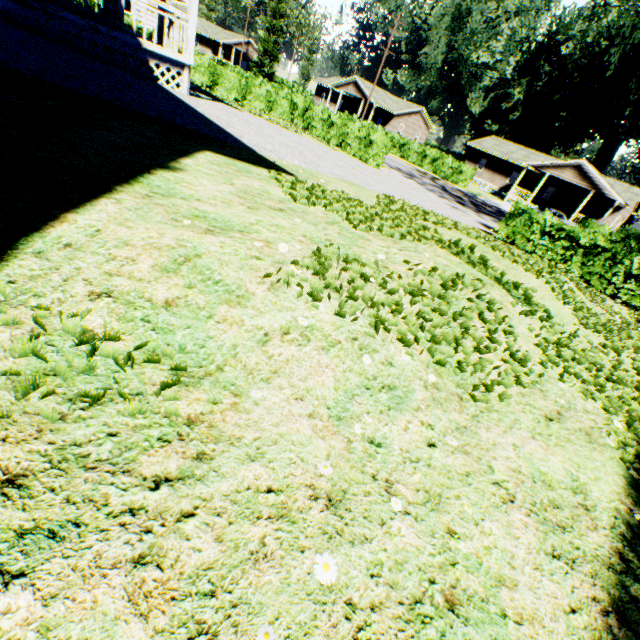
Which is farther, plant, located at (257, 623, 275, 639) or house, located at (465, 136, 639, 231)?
house, located at (465, 136, 639, 231)

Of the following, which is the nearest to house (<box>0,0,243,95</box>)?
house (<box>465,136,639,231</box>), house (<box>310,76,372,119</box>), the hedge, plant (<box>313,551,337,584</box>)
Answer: plant (<box>313,551,337,584</box>)

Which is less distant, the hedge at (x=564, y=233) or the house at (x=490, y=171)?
the hedge at (x=564, y=233)

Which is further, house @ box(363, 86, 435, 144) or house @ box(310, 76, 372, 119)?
house @ box(363, 86, 435, 144)

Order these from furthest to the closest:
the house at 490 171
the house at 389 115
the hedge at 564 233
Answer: the house at 389 115
the house at 490 171
the hedge at 564 233

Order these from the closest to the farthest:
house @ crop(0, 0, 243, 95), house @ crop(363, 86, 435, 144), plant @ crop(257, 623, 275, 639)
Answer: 1. plant @ crop(257, 623, 275, 639)
2. house @ crop(0, 0, 243, 95)
3. house @ crop(363, 86, 435, 144)

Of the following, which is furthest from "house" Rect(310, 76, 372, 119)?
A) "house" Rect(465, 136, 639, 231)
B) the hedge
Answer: the hedge

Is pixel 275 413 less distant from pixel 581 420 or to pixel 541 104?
pixel 581 420
